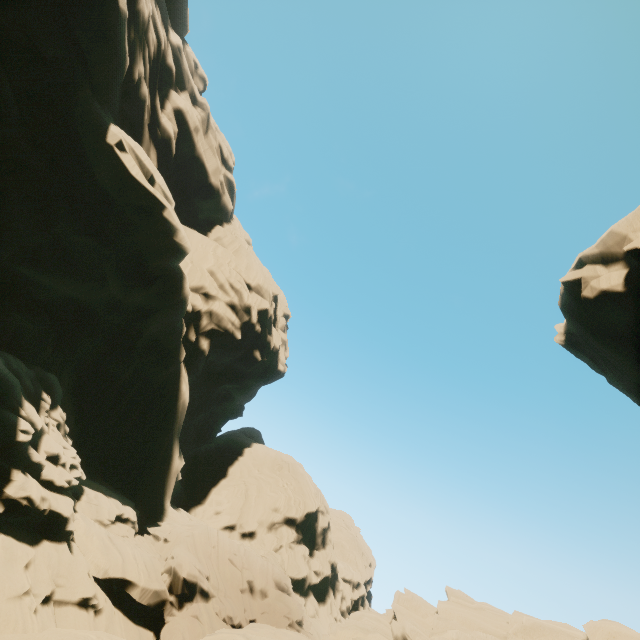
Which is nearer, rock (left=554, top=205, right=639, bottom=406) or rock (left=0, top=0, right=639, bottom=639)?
rock (left=0, top=0, right=639, bottom=639)

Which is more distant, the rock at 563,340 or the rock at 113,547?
the rock at 563,340

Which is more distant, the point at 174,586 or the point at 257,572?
the point at 257,572
